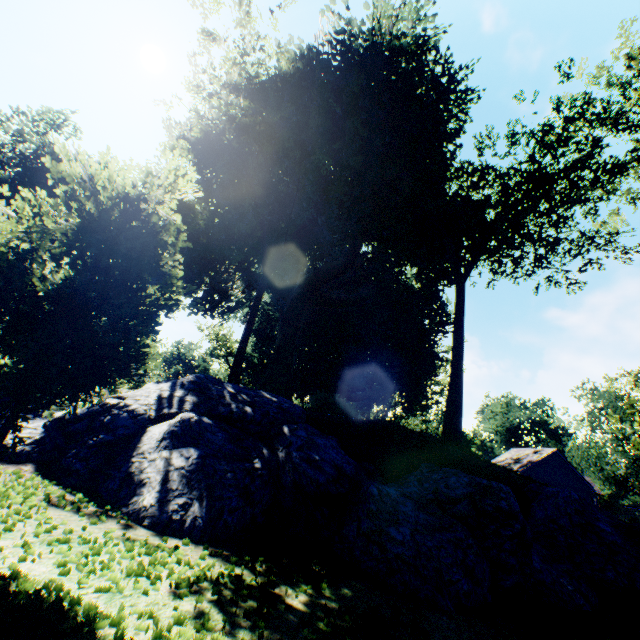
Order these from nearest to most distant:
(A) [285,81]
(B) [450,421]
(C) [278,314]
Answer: (B) [450,421], (A) [285,81], (C) [278,314]

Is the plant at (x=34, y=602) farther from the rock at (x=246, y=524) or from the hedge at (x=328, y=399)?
the hedge at (x=328, y=399)

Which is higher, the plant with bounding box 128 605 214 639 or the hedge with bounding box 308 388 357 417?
the hedge with bounding box 308 388 357 417

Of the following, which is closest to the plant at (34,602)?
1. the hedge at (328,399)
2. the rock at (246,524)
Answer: the rock at (246,524)

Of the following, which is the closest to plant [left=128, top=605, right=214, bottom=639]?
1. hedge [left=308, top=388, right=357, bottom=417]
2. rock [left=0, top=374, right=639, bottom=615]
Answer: rock [left=0, top=374, right=639, bottom=615]

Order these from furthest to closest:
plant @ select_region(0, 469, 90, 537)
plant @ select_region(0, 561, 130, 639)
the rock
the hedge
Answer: the hedge, the rock, plant @ select_region(0, 469, 90, 537), plant @ select_region(0, 561, 130, 639)
